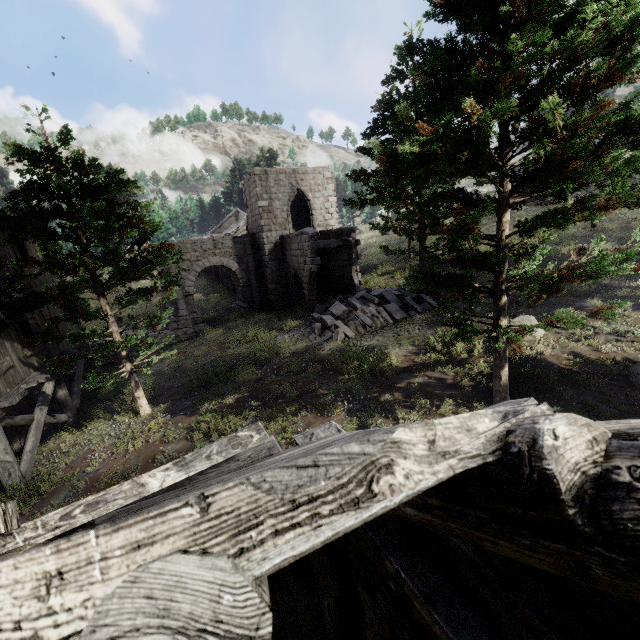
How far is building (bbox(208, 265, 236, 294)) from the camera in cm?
3330

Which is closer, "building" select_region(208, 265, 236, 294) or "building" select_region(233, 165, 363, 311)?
"building" select_region(233, 165, 363, 311)

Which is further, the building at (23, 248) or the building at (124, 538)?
the building at (23, 248)

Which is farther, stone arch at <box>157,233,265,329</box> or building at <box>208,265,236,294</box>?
building at <box>208,265,236,294</box>

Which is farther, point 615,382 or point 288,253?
point 288,253

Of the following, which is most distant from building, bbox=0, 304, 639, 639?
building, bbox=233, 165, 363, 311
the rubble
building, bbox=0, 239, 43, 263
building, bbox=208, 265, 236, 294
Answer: building, bbox=208, 265, 236, 294

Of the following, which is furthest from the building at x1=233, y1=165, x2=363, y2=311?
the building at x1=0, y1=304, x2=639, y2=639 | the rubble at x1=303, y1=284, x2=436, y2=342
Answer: the building at x1=0, y1=304, x2=639, y2=639

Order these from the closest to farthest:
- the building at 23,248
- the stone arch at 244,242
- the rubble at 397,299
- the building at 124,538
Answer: the building at 124,538
the building at 23,248
the rubble at 397,299
the stone arch at 244,242
